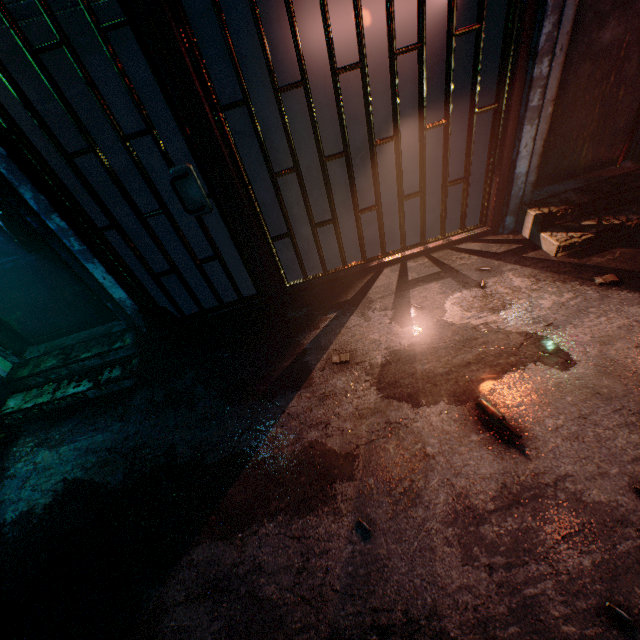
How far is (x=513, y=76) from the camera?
2.2 meters

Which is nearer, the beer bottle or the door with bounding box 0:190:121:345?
the beer bottle

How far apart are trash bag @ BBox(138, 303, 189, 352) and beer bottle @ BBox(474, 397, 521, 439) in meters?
2.4

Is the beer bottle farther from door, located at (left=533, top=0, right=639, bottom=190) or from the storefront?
door, located at (left=533, top=0, right=639, bottom=190)

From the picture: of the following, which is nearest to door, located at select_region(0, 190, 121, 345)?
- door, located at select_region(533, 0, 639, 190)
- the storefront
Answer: the storefront

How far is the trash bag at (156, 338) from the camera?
2.7 meters

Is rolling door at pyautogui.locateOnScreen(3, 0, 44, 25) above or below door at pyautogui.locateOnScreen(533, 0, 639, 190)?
above

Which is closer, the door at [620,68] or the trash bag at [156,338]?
the door at [620,68]
